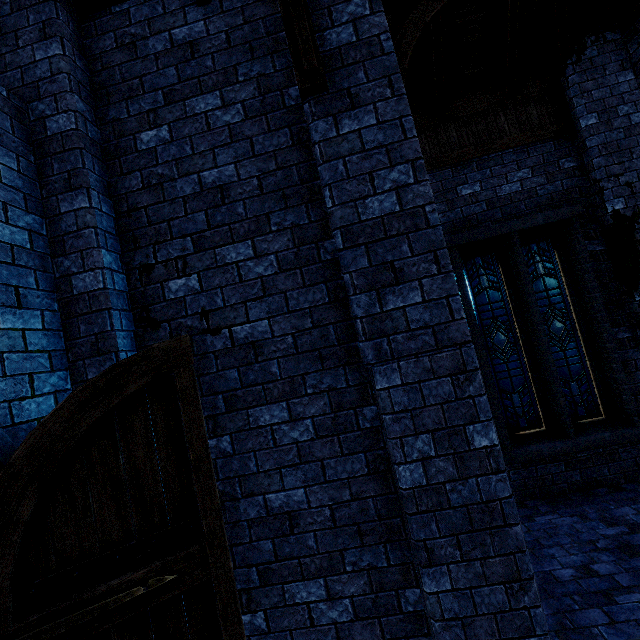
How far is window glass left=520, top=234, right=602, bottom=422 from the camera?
5.62m

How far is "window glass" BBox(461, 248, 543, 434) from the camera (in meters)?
5.71

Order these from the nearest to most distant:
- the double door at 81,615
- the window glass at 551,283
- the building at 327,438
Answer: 1. the double door at 81,615
2. the building at 327,438
3. the window glass at 551,283

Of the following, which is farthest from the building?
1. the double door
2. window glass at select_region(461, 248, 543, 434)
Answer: window glass at select_region(461, 248, 543, 434)

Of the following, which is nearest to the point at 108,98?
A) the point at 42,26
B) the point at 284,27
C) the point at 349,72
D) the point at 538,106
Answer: the point at 42,26

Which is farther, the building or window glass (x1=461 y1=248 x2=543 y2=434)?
window glass (x1=461 y1=248 x2=543 y2=434)

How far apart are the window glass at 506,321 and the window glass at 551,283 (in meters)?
0.20

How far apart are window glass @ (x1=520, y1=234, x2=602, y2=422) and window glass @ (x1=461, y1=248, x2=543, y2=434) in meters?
0.2 m
